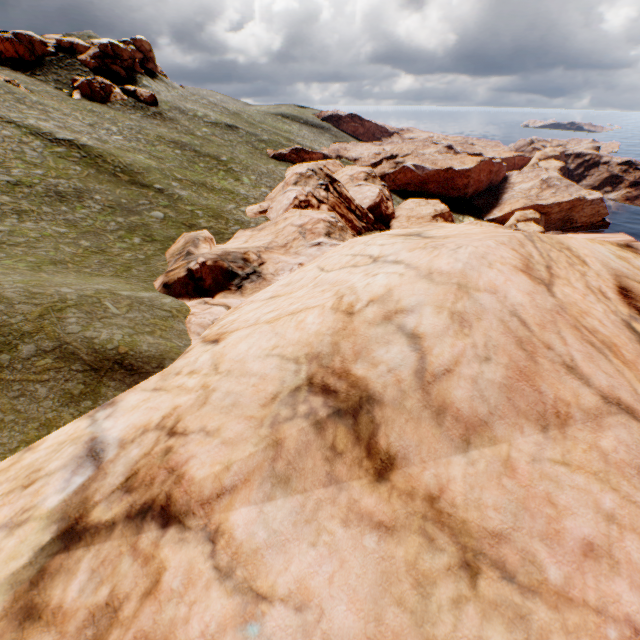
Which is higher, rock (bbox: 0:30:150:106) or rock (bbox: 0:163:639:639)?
rock (bbox: 0:30:150:106)

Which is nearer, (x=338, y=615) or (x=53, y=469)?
(x=338, y=615)

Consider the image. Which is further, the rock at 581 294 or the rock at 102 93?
the rock at 102 93

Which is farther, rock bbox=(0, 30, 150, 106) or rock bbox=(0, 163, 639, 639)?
rock bbox=(0, 30, 150, 106)

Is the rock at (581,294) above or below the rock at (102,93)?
Answer: below
